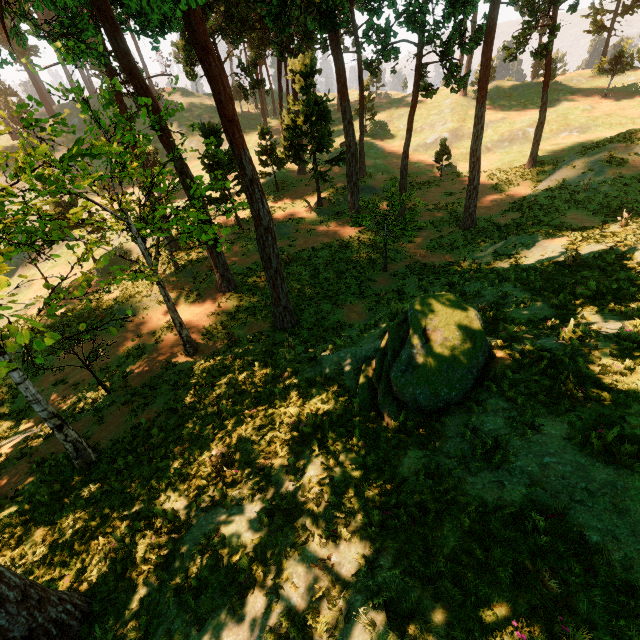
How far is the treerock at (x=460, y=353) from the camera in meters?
8.0 m

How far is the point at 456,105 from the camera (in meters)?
45.44

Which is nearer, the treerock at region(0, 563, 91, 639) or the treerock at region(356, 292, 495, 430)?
the treerock at region(0, 563, 91, 639)

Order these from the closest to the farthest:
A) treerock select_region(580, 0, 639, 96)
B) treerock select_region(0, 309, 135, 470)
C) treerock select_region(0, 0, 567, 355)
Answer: treerock select_region(0, 309, 135, 470) → treerock select_region(0, 0, 567, 355) → treerock select_region(580, 0, 639, 96)

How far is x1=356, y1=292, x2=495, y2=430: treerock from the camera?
8.0 meters

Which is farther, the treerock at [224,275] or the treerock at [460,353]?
the treerock at [224,275]
